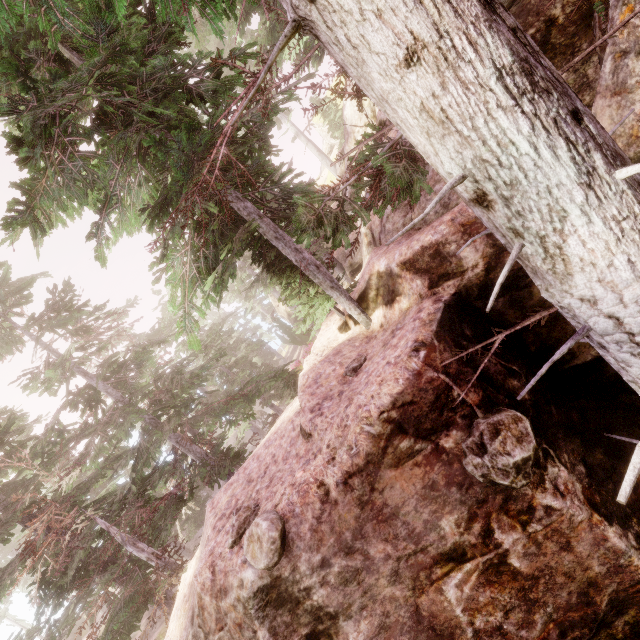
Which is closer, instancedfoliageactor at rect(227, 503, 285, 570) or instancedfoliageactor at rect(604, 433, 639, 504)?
instancedfoliageactor at rect(604, 433, 639, 504)

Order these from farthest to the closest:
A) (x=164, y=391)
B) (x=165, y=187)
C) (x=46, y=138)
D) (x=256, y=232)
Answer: (x=256, y=232)
(x=164, y=391)
(x=165, y=187)
(x=46, y=138)

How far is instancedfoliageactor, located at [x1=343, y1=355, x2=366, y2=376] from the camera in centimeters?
662cm

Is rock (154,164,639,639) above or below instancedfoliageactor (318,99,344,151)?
below

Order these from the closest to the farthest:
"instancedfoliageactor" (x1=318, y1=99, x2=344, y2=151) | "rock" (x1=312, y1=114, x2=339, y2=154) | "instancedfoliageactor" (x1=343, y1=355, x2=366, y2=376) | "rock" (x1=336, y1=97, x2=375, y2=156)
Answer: "instancedfoliageactor" (x1=343, y1=355, x2=366, y2=376) → "rock" (x1=336, y1=97, x2=375, y2=156) → "instancedfoliageactor" (x1=318, y1=99, x2=344, y2=151) → "rock" (x1=312, y1=114, x2=339, y2=154)

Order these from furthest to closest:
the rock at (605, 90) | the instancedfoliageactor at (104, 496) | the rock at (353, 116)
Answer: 1. the rock at (353, 116)
2. the rock at (605, 90)
3. the instancedfoliageactor at (104, 496)

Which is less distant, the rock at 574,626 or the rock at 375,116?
the rock at 574,626
